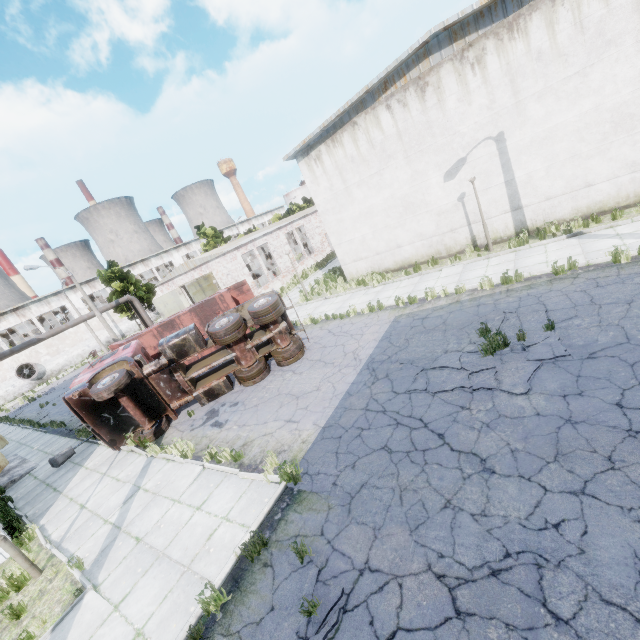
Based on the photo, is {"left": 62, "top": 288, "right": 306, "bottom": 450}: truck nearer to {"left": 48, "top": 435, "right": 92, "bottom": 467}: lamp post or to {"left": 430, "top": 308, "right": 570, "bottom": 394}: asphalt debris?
{"left": 48, "top": 435, "right": 92, "bottom": 467}: lamp post

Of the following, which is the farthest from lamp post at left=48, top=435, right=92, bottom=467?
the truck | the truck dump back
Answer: the truck dump back

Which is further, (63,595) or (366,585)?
(63,595)

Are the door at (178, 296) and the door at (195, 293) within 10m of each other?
yes

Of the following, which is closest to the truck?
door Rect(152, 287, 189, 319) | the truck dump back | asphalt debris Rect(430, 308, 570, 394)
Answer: asphalt debris Rect(430, 308, 570, 394)

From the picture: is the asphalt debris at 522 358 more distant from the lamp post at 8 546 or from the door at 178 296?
the door at 178 296

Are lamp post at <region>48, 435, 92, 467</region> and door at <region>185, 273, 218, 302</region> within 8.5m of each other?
no

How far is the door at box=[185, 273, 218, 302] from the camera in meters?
26.5 m
